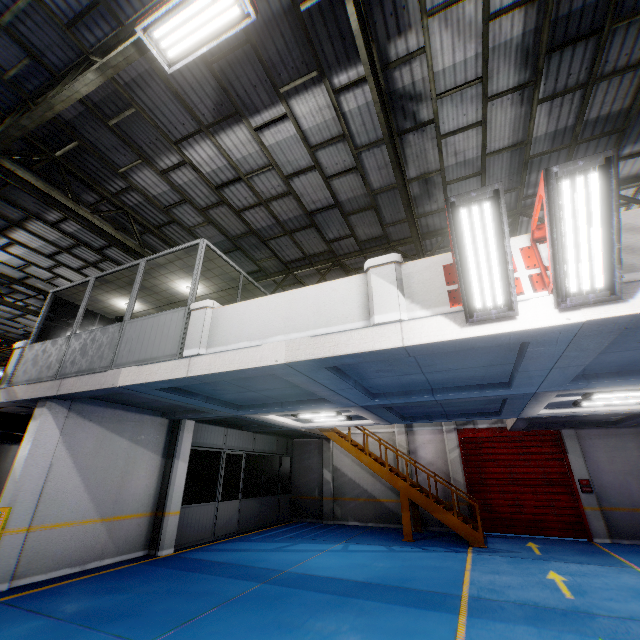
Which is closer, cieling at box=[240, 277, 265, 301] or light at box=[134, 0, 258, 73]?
light at box=[134, 0, 258, 73]

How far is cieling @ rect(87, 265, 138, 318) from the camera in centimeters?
890cm

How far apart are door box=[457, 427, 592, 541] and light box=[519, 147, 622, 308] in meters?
12.0

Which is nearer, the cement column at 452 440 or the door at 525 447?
the door at 525 447

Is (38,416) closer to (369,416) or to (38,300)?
(369,416)

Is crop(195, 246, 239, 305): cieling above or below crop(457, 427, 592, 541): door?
above

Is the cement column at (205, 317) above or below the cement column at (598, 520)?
above

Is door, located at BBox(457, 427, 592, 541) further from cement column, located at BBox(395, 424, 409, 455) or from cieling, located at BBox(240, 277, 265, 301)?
cieling, located at BBox(240, 277, 265, 301)
